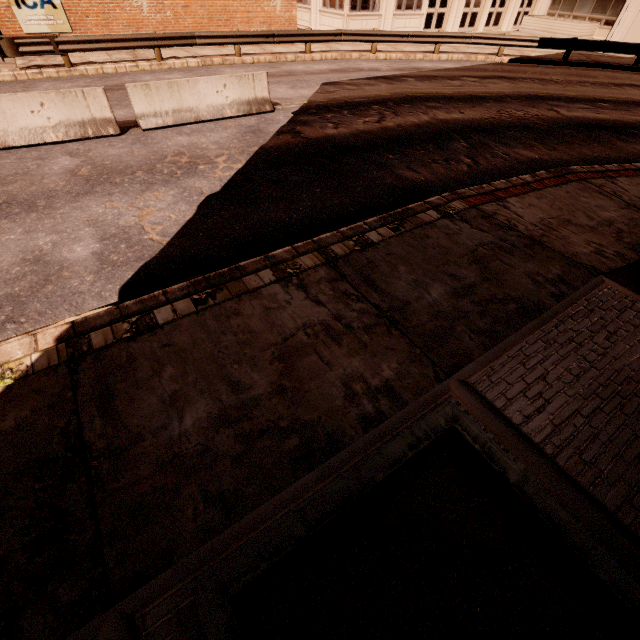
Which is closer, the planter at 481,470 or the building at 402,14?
the planter at 481,470

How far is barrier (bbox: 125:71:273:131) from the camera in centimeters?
851cm

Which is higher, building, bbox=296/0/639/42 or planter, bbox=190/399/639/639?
building, bbox=296/0/639/42

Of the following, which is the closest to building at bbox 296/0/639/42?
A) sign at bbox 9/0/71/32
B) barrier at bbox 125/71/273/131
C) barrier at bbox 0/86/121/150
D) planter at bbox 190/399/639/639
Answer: sign at bbox 9/0/71/32

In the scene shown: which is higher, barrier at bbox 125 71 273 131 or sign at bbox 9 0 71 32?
sign at bbox 9 0 71 32

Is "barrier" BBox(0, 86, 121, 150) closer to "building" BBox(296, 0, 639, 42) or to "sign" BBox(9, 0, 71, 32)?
"sign" BBox(9, 0, 71, 32)

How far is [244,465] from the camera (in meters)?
2.90

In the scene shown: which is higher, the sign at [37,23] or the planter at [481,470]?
the sign at [37,23]
